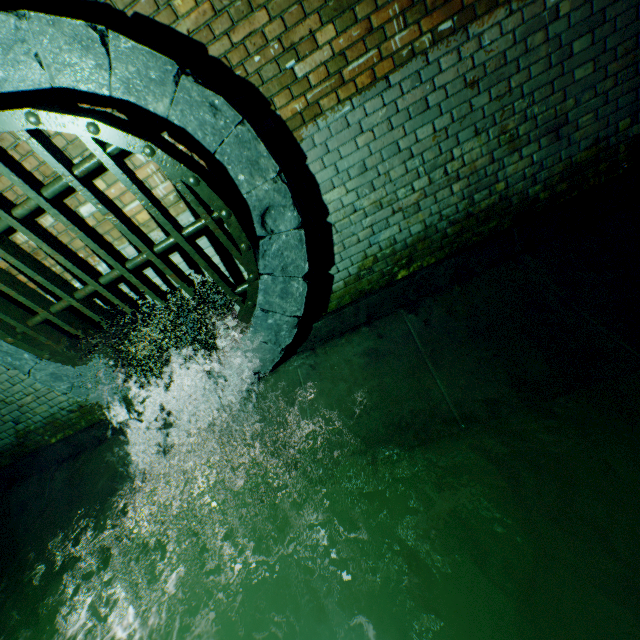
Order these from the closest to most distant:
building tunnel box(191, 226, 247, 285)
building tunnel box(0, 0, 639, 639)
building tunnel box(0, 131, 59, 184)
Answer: building tunnel box(0, 0, 639, 639), building tunnel box(0, 131, 59, 184), building tunnel box(191, 226, 247, 285)

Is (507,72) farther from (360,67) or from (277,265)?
(277,265)

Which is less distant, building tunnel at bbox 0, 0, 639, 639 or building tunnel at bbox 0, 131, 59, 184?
building tunnel at bbox 0, 0, 639, 639

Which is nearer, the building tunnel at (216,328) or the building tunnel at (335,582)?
the building tunnel at (335,582)

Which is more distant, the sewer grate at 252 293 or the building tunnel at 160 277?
the building tunnel at 160 277

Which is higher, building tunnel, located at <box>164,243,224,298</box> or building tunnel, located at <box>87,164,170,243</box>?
building tunnel, located at <box>87,164,170,243</box>
